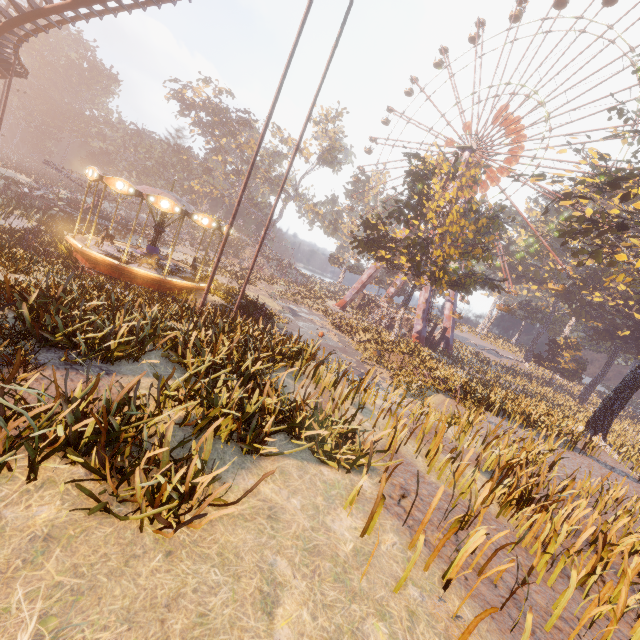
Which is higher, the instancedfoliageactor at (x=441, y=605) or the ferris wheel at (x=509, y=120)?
the ferris wheel at (x=509, y=120)

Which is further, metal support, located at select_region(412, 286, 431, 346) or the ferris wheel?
metal support, located at select_region(412, 286, 431, 346)

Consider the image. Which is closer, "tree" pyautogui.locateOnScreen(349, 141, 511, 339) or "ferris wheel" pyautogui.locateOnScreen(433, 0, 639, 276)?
"tree" pyautogui.locateOnScreen(349, 141, 511, 339)

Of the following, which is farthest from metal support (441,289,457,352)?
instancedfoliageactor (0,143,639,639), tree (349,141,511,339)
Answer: instancedfoliageactor (0,143,639,639)

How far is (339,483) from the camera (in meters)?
6.33

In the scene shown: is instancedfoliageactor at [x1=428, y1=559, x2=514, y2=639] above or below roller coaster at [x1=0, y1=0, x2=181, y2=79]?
below

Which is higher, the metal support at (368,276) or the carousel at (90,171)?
the metal support at (368,276)

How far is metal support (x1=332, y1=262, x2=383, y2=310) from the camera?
48.2 meters
